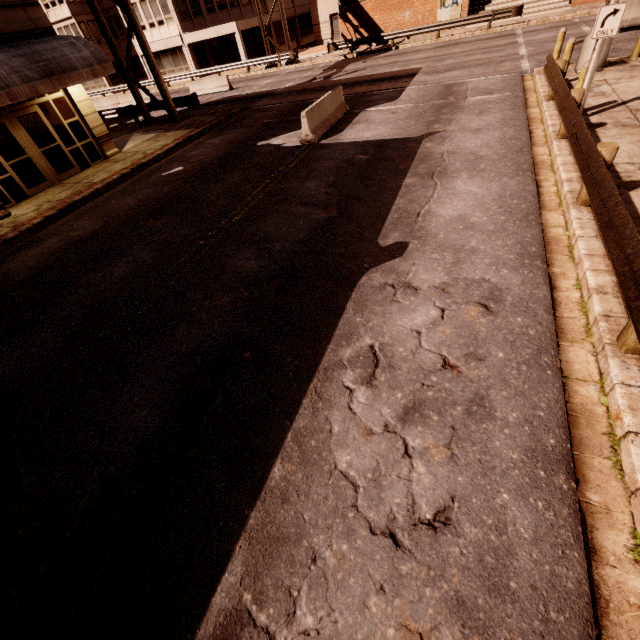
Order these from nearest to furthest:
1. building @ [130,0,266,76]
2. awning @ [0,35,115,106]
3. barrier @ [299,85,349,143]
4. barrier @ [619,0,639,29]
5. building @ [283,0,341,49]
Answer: awning @ [0,35,115,106] < barrier @ [299,85,349,143] < barrier @ [619,0,639,29] < building @ [130,0,266,76] < building @ [283,0,341,49]

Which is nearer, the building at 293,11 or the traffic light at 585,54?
the traffic light at 585,54

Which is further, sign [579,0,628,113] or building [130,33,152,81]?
building [130,33,152,81]

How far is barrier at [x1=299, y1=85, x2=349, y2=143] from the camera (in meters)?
11.57

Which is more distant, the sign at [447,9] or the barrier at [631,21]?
the sign at [447,9]

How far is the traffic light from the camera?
11.0m

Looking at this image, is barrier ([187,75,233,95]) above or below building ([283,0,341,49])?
below

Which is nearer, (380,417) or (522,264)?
(380,417)
